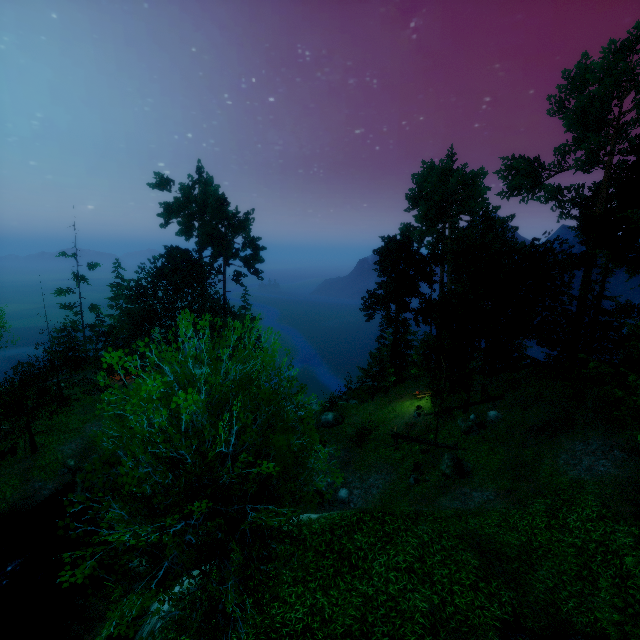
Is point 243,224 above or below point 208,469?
above

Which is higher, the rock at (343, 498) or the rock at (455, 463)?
the rock at (455, 463)

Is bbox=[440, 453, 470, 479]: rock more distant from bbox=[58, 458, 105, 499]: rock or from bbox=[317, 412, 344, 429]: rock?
bbox=[58, 458, 105, 499]: rock

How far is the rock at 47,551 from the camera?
18.9m

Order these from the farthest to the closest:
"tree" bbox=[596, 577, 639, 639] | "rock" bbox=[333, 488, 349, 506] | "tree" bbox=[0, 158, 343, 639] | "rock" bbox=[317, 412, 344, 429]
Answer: "rock" bbox=[317, 412, 344, 429] < "rock" bbox=[333, 488, 349, 506] < "tree" bbox=[596, 577, 639, 639] < "tree" bbox=[0, 158, 343, 639]

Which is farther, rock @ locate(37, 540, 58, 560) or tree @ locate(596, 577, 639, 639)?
rock @ locate(37, 540, 58, 560)

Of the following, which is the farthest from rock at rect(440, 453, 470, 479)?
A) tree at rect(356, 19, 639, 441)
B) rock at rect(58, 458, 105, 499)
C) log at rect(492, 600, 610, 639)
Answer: rock at rect(58, 458, 105, 499)

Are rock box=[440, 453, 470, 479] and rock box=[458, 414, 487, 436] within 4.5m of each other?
yes
